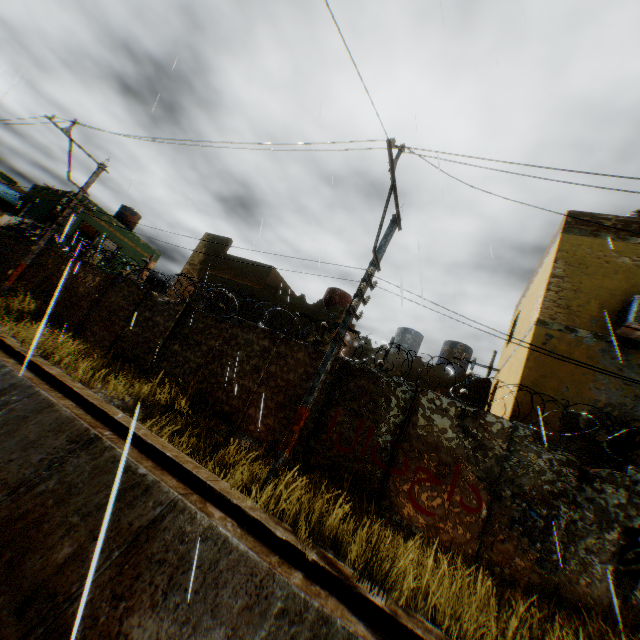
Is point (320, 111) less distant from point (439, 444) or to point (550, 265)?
point (439, 444)

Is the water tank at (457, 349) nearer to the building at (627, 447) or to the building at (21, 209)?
the building at (627, 447)

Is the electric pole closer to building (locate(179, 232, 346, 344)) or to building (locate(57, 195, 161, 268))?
building (locate(179, 232, 346, 344))

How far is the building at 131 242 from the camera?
21.3m

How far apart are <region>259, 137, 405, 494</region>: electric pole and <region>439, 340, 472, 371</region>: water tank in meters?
11.6

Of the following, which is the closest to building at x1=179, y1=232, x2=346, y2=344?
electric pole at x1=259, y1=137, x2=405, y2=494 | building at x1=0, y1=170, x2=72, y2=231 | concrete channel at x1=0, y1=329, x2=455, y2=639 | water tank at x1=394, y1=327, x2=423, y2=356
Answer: concrete channel at x1=0, y1=329, x2=455, y2=639

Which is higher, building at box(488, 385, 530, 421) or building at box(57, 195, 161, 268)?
building at box(57, 195, 161, 268)

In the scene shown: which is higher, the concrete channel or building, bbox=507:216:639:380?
building, bbox=507:216:639:380
